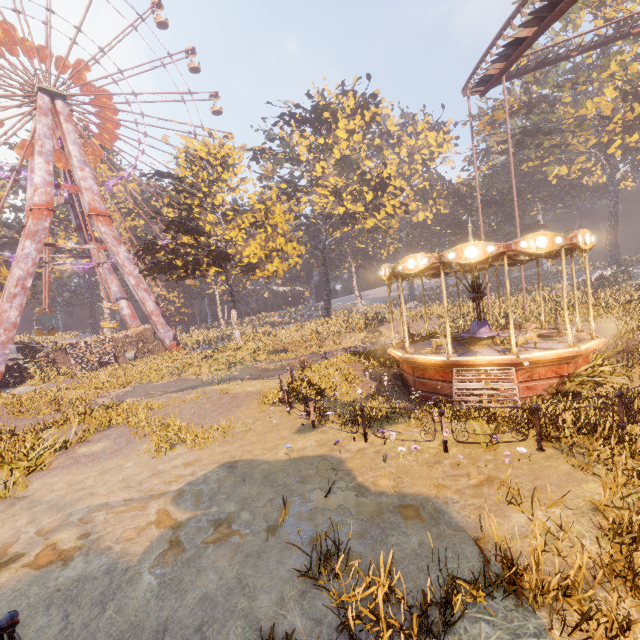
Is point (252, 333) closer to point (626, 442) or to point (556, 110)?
point (626, 442)

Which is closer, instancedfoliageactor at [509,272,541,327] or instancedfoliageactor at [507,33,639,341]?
instancedfoliageactor at [509,272,541,327]

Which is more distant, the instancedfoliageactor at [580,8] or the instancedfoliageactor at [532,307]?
the instancedfoliageactor at [580,8]

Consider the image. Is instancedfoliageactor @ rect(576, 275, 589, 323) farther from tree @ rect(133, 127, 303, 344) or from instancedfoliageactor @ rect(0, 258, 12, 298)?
instancedfoliageactor @ rect(0, 258, 12, 298)

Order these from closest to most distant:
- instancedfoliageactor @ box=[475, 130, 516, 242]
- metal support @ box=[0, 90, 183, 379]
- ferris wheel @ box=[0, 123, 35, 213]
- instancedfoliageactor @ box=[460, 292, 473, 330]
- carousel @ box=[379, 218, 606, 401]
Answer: carousel @ box=[379, 218, 606, 401] → instancedfoliageactor @ box=[460, 292, 473, 330] → metal support @ box=[0, 90, 183, 379] → ferris wheel @ box=[0, 123, 35, 213] → instancedfoliageactor @ box=[475, 130, 516, 242]

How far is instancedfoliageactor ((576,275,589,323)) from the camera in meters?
17.9 m

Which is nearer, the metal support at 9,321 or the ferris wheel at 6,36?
the metal support at 9,321
